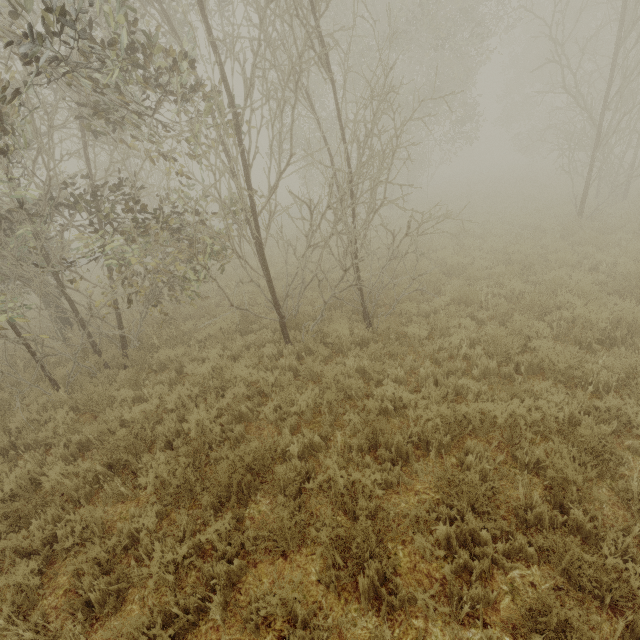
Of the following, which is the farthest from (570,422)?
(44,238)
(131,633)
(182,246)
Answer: (44,238)
